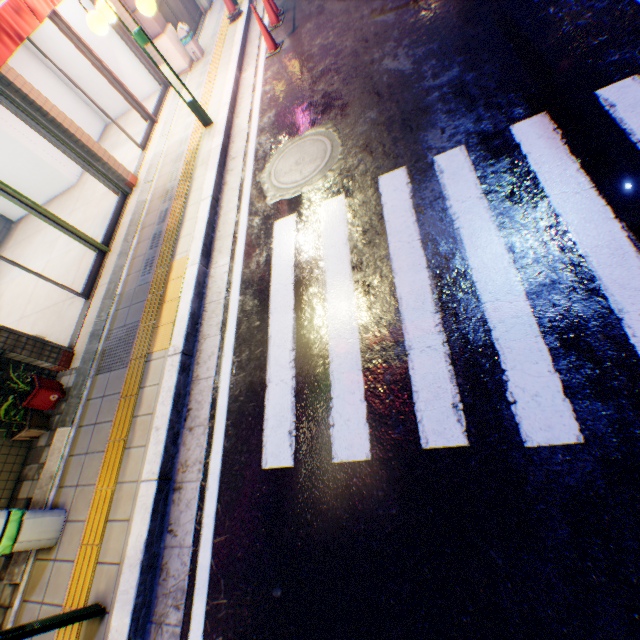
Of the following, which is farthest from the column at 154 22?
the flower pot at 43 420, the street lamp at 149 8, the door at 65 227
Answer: the flower pot at 43 420

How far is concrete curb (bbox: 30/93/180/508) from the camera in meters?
3.9 m

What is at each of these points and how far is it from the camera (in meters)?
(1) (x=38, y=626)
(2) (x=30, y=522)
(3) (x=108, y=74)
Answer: (1) street lamp, 2.42
(2) trash box, 3.25
(3) door, 6.98

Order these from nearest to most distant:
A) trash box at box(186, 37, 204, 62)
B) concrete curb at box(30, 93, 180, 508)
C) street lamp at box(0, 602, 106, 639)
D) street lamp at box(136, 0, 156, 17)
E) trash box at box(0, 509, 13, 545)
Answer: street lamp at box(0, 602, 106, 639), trash box at box(0, 509, 13, 545), concrete curb at box(30, 93, 180, 508), street lamp at box(136, 0, 156, 17), trash box at box(186, 37, 204, 62)

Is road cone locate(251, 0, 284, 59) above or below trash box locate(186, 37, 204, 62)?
below

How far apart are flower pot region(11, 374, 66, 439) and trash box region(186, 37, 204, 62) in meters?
8.9

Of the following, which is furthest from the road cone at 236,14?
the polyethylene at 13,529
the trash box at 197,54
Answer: the polyethylene at 13,529

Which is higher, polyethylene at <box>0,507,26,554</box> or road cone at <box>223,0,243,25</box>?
polyethylene at <box>0,507,26,554</box>
